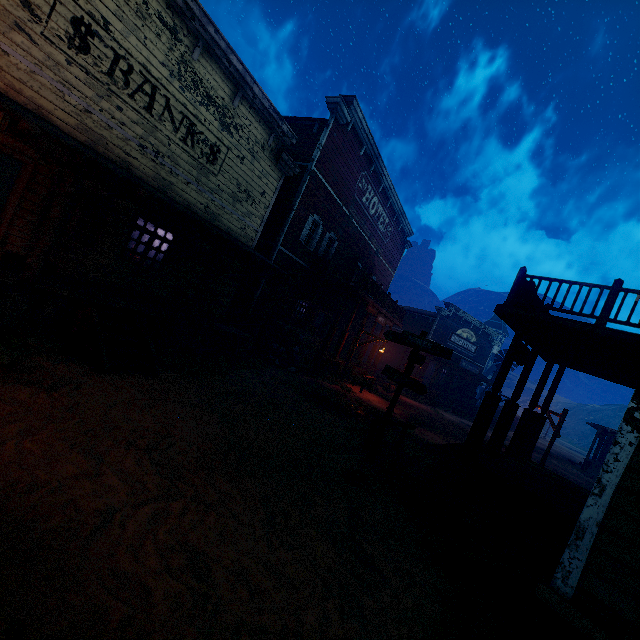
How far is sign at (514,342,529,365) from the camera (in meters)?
10.21

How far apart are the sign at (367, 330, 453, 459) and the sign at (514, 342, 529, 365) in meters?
3.3

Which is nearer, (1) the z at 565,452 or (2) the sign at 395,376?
(2) the sign at 395,376

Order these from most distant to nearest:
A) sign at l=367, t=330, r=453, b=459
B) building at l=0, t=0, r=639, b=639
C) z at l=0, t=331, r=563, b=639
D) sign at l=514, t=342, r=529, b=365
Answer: sign at l=514, t=342, r=529, b=365 < sign at l=367, t=330, r=453, b=459 < building at l=0, t=0, r=639, b=639 < z at l=0, t=331, r=563, b=639

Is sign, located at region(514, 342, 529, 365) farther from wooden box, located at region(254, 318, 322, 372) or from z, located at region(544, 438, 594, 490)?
wooden box, located at region(254, 318, 322, 372)

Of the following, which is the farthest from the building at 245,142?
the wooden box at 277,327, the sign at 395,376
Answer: the sign at 395,376

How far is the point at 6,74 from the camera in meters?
6.3

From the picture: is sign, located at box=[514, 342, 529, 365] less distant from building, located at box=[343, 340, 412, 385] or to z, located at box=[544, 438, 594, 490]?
building, located at box=[343, 340, 412, 385]
